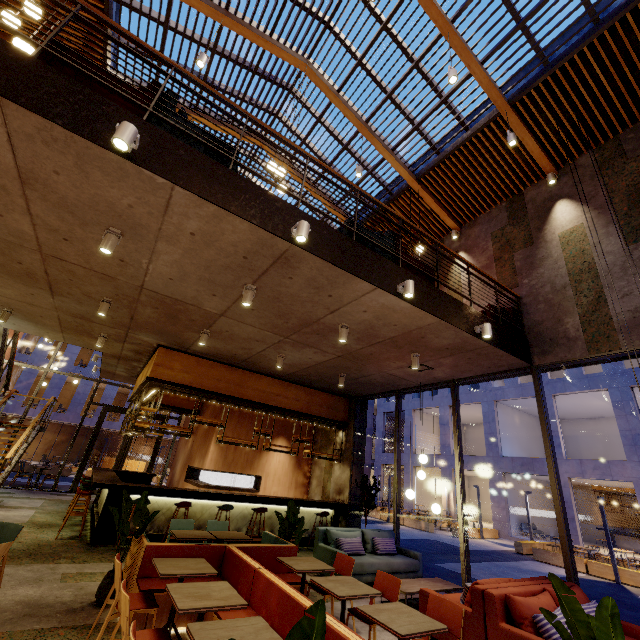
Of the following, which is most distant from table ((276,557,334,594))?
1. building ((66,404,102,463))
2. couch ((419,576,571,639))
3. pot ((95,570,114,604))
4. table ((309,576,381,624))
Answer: building ((66,404,102,463))

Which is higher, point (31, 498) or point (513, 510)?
point (513, 510)

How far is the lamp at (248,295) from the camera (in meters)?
5.13

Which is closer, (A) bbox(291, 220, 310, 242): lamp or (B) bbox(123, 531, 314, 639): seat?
(B) bbox(123, 531, 314, 639): seat

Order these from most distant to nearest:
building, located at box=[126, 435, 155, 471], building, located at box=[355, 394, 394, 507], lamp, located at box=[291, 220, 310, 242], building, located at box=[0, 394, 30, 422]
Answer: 1. building, located at box=[126, 435, 155, 471]
2. building, located at box=[0, 394, 30, 422]
3. building, located at box=[355, 394, 394, 507]
4. lamp, located at box=[291, 220, 310, 242]

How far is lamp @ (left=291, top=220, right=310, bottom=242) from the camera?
4.0 meters

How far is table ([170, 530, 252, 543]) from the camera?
5.23m

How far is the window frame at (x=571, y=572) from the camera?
5.55m
